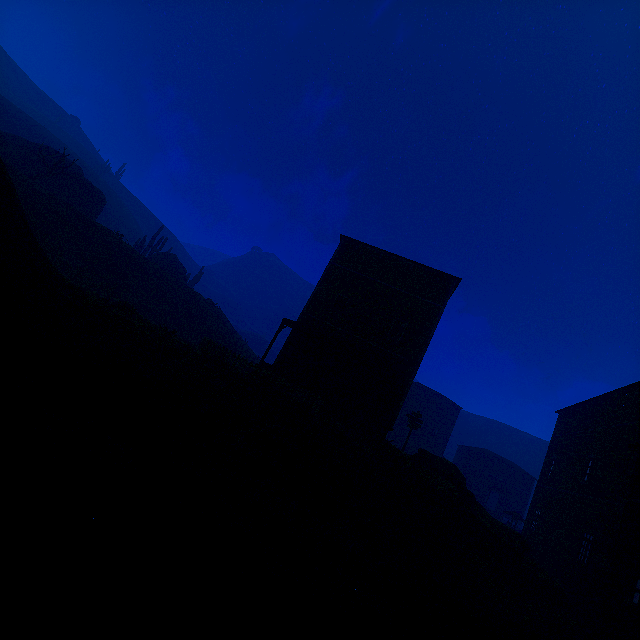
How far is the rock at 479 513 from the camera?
12.74m

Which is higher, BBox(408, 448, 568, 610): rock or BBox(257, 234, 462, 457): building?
BBox(257, 234, 462, 457): building

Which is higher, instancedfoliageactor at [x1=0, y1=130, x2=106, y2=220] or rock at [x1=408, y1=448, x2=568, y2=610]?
instancedfoliageactor at [x1=0, y1=130, x2=106, y2=220]

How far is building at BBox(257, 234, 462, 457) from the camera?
18.27m

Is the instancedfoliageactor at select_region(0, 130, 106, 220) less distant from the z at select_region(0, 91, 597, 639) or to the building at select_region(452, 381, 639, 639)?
the z at select_region(0, 91, 597, 639)

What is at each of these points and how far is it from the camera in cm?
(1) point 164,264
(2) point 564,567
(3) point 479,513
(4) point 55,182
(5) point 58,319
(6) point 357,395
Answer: (1) instancedfoliageactor, 3969
(2) building, 1672
(3) rock, 1568
(4) instancedfoliageactor, 3194
(5) z, 805
(6) building, 1891

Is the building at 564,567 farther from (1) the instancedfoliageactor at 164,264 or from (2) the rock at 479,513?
(1) the instancedfoliageactor at 164,264

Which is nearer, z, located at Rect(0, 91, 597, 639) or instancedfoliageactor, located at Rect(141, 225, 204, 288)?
z, located at Rect(0, 91, 597, 639)
